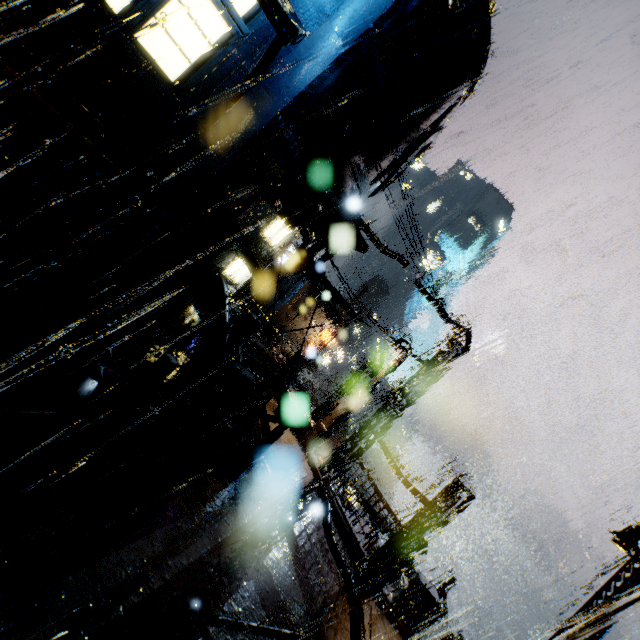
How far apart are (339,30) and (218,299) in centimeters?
898cm

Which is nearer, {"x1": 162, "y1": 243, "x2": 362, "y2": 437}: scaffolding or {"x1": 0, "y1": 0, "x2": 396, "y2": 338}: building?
{"x1": 0, "y1": 0, "x2": 396, "y2": 338}: building

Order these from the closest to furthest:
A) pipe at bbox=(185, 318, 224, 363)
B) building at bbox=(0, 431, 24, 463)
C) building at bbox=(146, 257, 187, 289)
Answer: building at bbox=(0, 431, 24, 463) < building at bbox=(146, 257, 187, 289) < pipe at bbox=(185, 318, 224, 363)

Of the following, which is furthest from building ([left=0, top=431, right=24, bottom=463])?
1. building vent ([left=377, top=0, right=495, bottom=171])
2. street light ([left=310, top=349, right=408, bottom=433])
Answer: street light ([left=310, top=349, right=408, bottom=433])

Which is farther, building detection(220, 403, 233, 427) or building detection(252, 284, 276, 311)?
building detection(252, 284, 276, 311)

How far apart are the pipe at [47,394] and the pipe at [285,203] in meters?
6.8 m

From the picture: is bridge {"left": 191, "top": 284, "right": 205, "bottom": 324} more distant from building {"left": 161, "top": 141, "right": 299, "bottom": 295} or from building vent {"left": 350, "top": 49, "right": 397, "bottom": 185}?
building vent {"left": 350, "top": 49, "right": 397, "bottom": 185}

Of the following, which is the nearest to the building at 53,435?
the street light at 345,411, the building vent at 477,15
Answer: the building vent at 477,15
